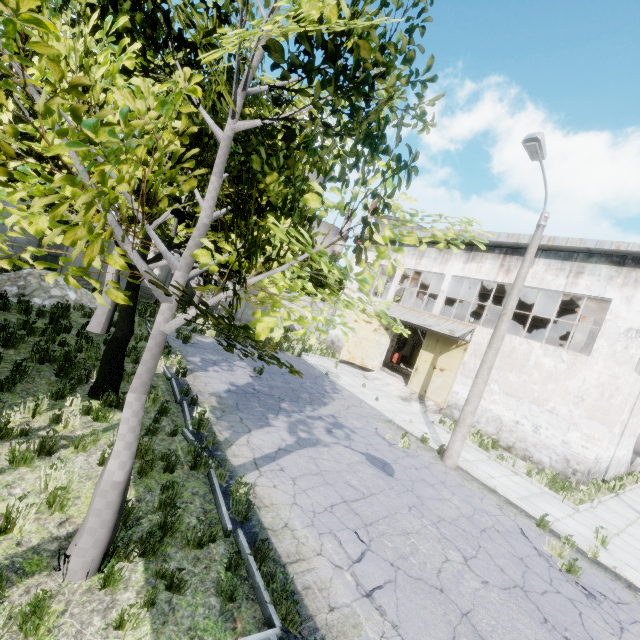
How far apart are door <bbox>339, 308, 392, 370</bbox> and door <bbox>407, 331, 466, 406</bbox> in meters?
2.7

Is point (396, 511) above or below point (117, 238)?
below

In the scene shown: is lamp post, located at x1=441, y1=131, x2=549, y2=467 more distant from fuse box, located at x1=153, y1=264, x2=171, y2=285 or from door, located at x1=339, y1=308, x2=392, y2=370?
fuse box, located at x1=153, y1=264, x2=171, y2=285

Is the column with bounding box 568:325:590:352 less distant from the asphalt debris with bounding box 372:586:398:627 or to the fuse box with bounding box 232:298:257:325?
the asphalt debris with bounding box 372:586:398:627

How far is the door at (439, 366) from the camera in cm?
1828

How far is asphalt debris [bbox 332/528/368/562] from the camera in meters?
5.4 m

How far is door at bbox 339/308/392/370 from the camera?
22.4m

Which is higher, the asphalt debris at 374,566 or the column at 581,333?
the column at 581,333
